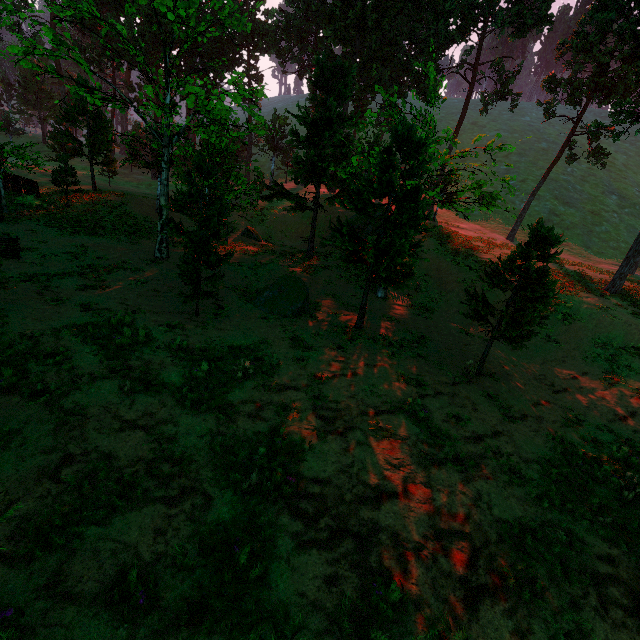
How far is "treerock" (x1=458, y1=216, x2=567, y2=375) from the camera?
11.07m

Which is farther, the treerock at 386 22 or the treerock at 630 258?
the treerock at 630 258

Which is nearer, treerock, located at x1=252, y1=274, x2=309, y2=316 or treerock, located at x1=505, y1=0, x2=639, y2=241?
treerock, located at x1=252, y1=274, x2=309, y2=316

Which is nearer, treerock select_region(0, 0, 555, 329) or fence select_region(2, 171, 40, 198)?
treerock select_region(0, 0, 555, 329)

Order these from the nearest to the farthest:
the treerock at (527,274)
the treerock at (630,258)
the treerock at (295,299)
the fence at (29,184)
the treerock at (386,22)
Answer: the treerock at (527,274) → the treerock at (386,22) → the treerock at (295,299) → the treerock at (630,258) → the fence at (29,184)

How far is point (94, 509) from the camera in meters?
5.6 m
